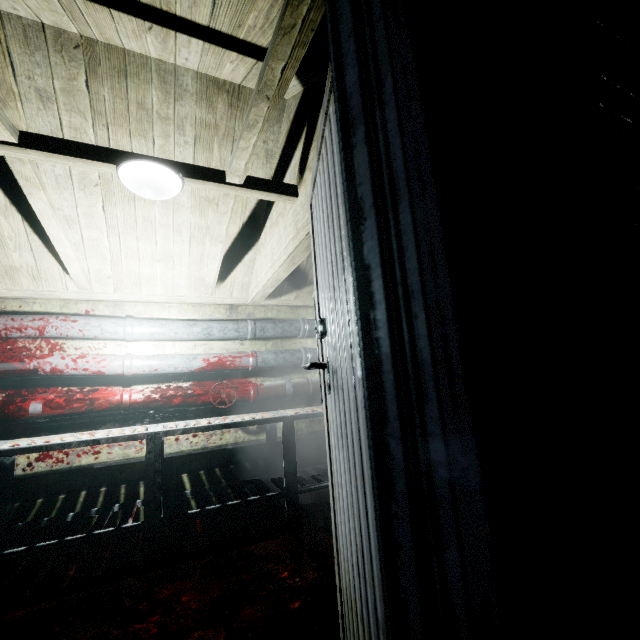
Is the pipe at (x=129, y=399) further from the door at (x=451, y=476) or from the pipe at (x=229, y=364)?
the door at (x=451, y=476)

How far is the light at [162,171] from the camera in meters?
1.6

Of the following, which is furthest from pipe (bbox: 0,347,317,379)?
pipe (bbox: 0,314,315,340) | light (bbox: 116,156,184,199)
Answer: light (bbox: 116,156,184,199)

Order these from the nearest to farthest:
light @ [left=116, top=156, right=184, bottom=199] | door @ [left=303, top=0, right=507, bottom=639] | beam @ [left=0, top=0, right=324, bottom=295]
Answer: door @ [left=303, top=0, right=507, bottom=639] < beam @ [left=0, top=0, right=324, bottom=295] < light @ [left=116, top=156, right=184, bottom=199]

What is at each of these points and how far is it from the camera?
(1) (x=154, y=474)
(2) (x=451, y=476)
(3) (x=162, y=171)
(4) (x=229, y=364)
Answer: (1) table, 2.22m
(2) door, 0.31m
(3) light, 1.68m
(4) pipe, 3.17m

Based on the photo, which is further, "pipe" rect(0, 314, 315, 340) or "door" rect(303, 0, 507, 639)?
"pipe" rect(0, 314, 315, 340)

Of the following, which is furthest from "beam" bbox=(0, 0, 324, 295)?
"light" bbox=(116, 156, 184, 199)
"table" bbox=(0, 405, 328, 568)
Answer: "table" bbox=(0, 405, 328, 568)

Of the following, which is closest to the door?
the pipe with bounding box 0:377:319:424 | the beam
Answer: the beam
